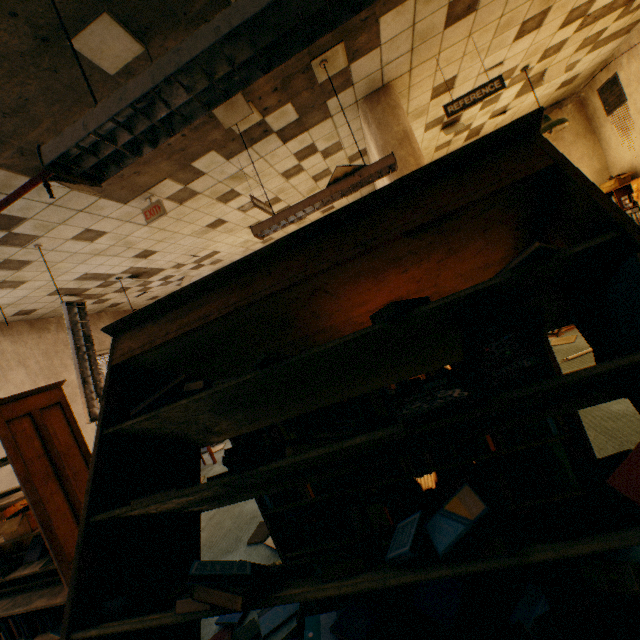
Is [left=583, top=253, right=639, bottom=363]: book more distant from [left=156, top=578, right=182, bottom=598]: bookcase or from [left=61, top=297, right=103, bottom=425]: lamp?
[left=61, top=297, right=103, bottom=425]: lamp

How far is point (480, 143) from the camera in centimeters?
114cm

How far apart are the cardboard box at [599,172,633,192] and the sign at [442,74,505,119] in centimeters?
444cm

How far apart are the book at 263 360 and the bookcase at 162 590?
0.01m

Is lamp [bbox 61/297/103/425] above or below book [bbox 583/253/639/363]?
above

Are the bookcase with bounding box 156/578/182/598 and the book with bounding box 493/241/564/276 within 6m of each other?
yes

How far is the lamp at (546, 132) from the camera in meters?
4.5

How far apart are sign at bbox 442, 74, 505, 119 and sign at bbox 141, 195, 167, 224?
3.51m
